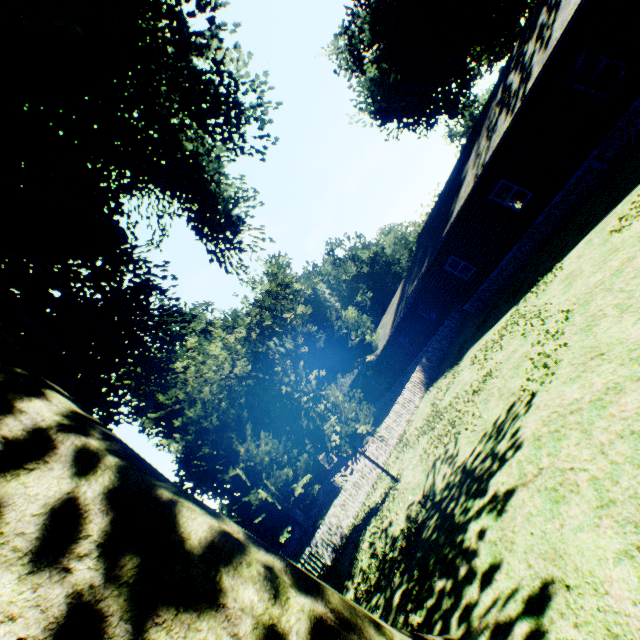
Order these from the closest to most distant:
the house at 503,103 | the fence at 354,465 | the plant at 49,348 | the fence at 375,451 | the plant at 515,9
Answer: the plant at 49,348
the house at 503,103
the fence at 354,465
the fence at 375,451
the plant at 515,9

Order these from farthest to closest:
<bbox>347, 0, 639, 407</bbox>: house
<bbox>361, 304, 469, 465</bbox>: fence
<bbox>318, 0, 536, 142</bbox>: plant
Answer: <bbox>318, 0, 536, 142</bbox>: plant → <bbox>361, 304, 469, 465</bbox>: fence → <bbox>347, 0, 639, 407</bbox>: house

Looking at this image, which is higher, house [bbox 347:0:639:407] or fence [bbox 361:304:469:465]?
Result: house [bbox 347:0:639:407]

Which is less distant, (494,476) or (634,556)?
(634,556)

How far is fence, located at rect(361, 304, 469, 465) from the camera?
18.7 meters

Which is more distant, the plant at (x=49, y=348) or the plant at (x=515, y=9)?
the plant at (x=515, y=9)

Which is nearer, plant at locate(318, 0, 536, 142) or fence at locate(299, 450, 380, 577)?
fence at locate(299, 450, 380, 577)
